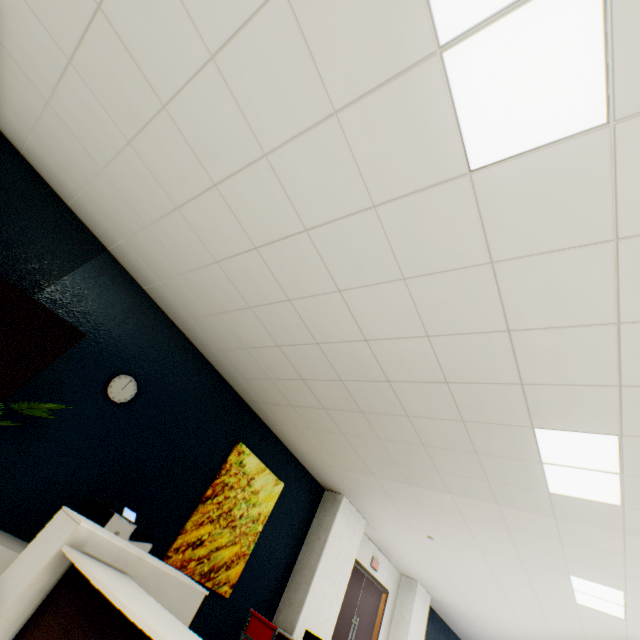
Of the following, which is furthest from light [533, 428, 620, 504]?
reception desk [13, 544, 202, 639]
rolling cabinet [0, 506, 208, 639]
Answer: rolling cabinet [0, 506, 208, 639]

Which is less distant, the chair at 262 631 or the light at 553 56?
the light at 553 56

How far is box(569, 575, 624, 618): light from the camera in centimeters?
372cm

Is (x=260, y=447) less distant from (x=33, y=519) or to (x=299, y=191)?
(x=33, y=519)

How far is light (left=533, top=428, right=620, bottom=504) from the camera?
2.3m

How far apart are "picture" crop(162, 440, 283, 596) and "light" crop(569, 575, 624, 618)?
3.78m

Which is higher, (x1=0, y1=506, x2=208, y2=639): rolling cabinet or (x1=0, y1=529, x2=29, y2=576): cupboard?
(x1=0, y1=506, x2=208, y2=639): rolling cabinet

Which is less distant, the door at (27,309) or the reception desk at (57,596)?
the reception desk at (57,596)
